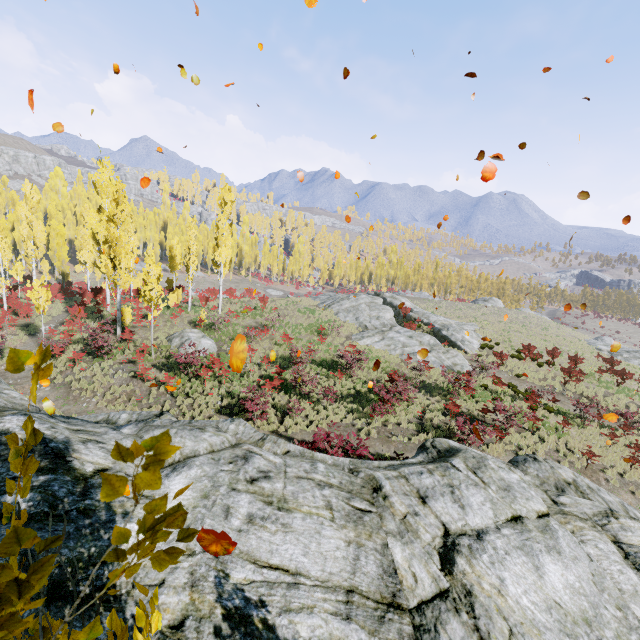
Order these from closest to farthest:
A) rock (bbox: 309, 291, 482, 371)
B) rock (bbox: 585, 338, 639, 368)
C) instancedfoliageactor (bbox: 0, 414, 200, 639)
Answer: instancedfoliageactor (bbox: 0, 414, 200, 639), rock (bbox: 309, 291, 482, 371), rock (bbox: 585, 338, 639, 368)

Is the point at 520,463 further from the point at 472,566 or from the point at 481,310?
the point at 481,310

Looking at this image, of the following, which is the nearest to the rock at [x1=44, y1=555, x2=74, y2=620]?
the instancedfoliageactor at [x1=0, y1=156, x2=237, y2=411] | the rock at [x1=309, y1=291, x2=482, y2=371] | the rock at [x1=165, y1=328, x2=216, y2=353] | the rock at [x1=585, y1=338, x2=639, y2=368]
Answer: the instancedfoliageactor at [x1=0, y1=156, x2=237, y2=411]

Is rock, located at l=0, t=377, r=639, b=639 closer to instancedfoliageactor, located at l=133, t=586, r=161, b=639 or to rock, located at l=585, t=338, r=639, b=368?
instancedfoliageactor, located at l=133, t=586, r=161, b=639

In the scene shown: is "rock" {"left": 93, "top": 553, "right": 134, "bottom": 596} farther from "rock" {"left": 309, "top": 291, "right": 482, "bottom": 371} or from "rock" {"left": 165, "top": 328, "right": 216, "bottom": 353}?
"rock" {"left": 309, "top": 291, "right": 482, "bottom": 371}

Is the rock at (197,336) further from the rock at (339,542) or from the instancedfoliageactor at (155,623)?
the rock at (339,542)

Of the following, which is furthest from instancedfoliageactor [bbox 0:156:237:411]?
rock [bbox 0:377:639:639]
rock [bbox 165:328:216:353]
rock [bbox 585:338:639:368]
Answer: rock [bbox 585:338:639:368]

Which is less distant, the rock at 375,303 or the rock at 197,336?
the rock at 197,336
